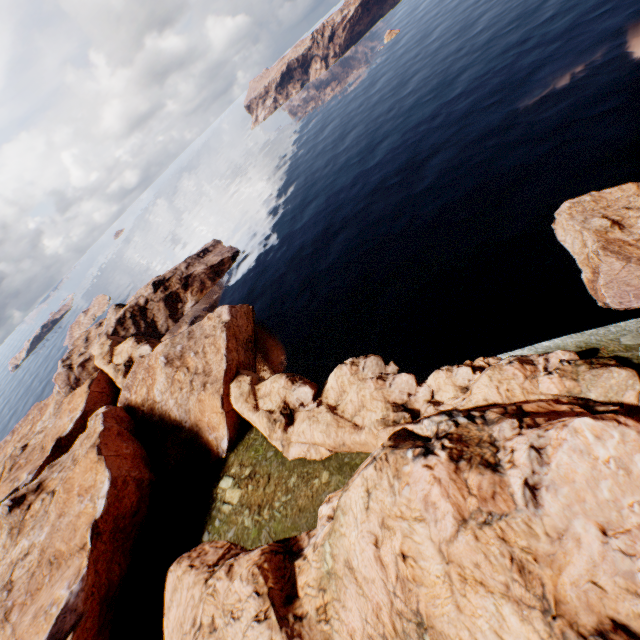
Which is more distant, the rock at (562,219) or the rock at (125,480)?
the rock at (562,219)

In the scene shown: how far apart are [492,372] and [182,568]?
30.7 meters

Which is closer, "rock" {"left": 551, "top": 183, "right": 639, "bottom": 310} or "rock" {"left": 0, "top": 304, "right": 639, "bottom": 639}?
"rock" {"left": 0, "top": 304, "right": 639, "bottom": 639}

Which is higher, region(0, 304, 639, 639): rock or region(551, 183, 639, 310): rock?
region(0, 304, 639, 639): rock

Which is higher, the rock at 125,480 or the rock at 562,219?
the rock at 125,480
